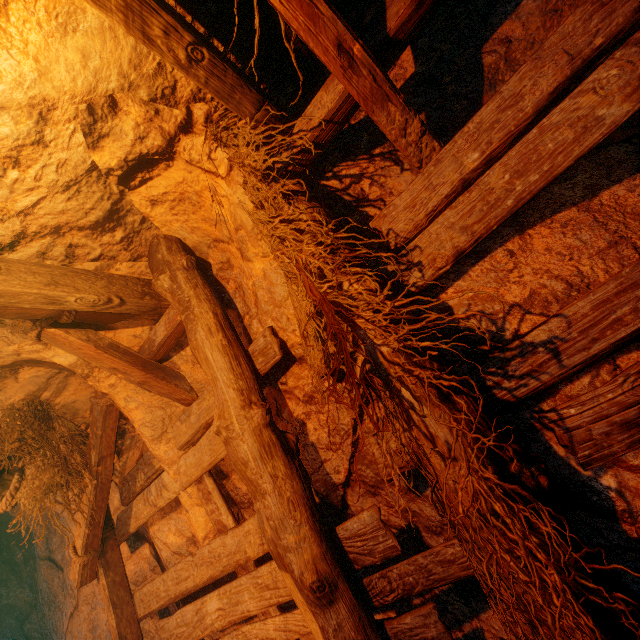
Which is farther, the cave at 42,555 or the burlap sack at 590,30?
the cave at 42,555

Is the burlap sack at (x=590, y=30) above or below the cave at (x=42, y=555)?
above

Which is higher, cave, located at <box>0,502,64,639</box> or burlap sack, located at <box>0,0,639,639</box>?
burlap sack, located at <box>0,0,639,639</box>

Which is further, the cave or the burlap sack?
the cave

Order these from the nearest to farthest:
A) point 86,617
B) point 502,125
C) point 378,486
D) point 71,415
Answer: point 502,125
point 378,486
point 71,415
point 86,617
